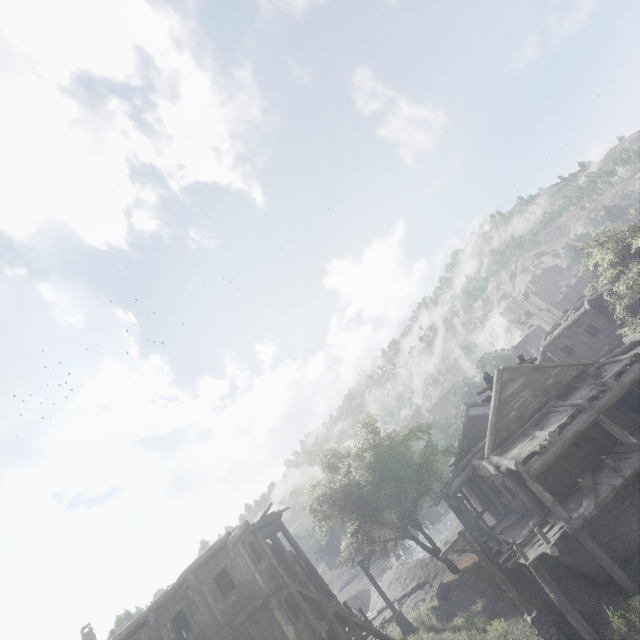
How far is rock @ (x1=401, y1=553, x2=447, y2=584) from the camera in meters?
27.9

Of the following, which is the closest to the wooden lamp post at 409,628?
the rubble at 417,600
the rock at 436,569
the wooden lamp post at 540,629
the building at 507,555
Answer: the building at 507,555

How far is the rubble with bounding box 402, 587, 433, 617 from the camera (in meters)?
22.50

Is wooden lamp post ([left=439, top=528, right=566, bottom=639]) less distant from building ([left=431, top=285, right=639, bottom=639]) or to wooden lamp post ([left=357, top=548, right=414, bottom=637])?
building ([left=431, top=285, right=639, bottom=639])

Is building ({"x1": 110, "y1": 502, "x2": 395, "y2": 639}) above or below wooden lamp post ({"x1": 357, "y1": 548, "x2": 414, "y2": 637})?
above

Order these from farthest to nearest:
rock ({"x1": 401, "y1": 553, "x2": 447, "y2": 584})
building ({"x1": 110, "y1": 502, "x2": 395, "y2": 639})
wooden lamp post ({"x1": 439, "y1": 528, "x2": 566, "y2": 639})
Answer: rock ({"x1": 401, "y1": 553, "x2": 447, "y2": 584})
building ({"x1": 110, "y1": 502, "x2": 395, "y2": 639})
wooden lamp post ({"x1": 439, "y1": 528, "x2": 566, "y2": 639})

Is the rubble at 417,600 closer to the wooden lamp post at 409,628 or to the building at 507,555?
the building at 507,555

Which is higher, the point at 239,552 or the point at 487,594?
the point at 239,552
